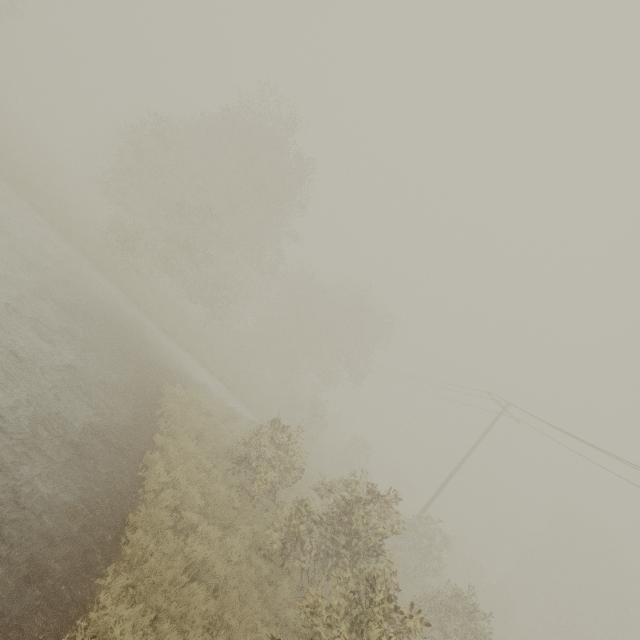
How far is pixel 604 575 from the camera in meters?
40.3
